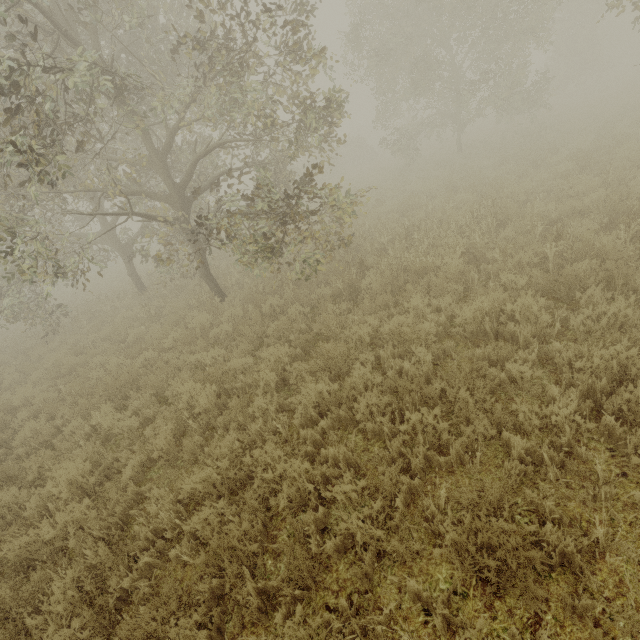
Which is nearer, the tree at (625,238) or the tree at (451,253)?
the tree at (625,238)

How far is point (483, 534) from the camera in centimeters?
265cm

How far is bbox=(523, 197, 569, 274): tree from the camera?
6.04m

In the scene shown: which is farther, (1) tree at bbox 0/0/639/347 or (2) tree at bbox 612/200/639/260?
(1) tree at bbox 0/0/639/347

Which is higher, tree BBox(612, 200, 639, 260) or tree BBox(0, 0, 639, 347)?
tree BBox(0, 0, 639, 347)

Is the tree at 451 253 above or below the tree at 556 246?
above
